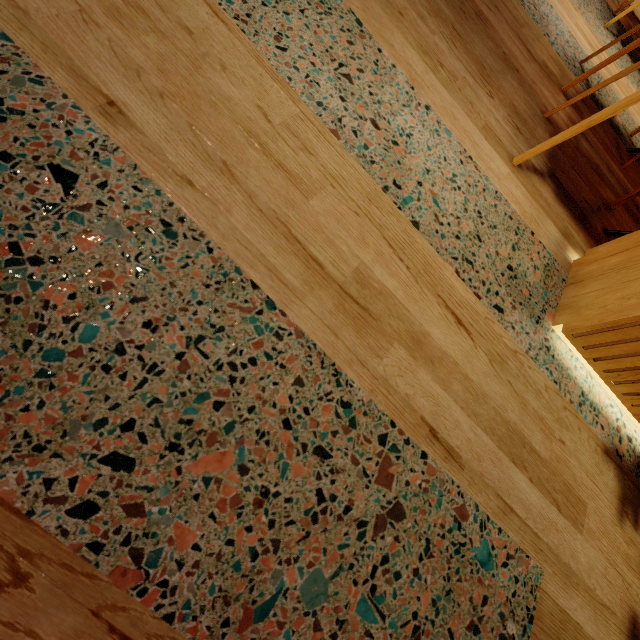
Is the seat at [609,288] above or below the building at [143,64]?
above

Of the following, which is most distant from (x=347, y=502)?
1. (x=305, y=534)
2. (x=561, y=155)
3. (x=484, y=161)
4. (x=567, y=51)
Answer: (x=567, y=51)

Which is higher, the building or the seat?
the seat
